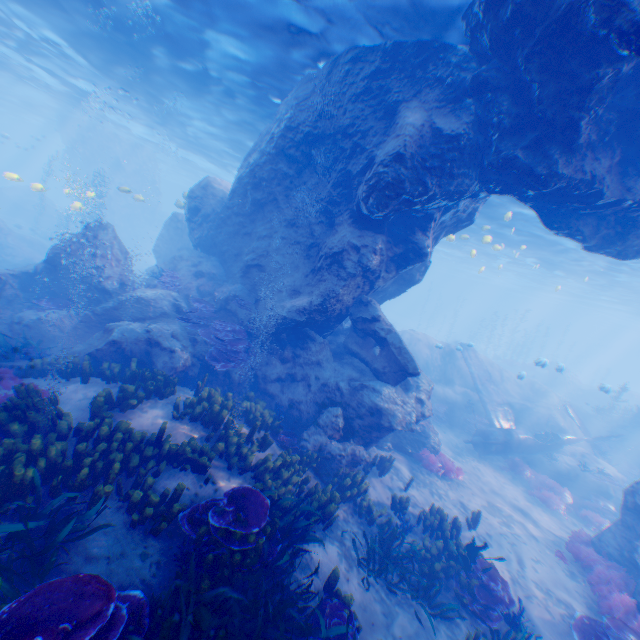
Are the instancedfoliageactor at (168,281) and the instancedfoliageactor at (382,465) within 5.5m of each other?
no

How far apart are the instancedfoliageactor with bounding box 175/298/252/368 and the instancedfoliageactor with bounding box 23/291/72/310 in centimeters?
488cm

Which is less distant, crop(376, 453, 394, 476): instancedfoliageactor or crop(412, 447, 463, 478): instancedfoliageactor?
crop(376, 453, 394, 476): instancedfoliageactor

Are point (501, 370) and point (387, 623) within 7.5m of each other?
no

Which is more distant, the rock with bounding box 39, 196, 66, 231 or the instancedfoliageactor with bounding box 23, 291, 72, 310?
the rock with bounding box 39, 196, 66, 231

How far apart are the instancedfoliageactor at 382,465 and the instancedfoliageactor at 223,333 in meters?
5.6

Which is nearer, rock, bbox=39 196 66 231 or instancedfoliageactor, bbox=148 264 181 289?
instancedfoliageactor, bbox=148 264 181 289

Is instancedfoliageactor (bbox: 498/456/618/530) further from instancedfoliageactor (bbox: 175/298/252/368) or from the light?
instancedfoliageactor (bbox: 175/298/252/368)
